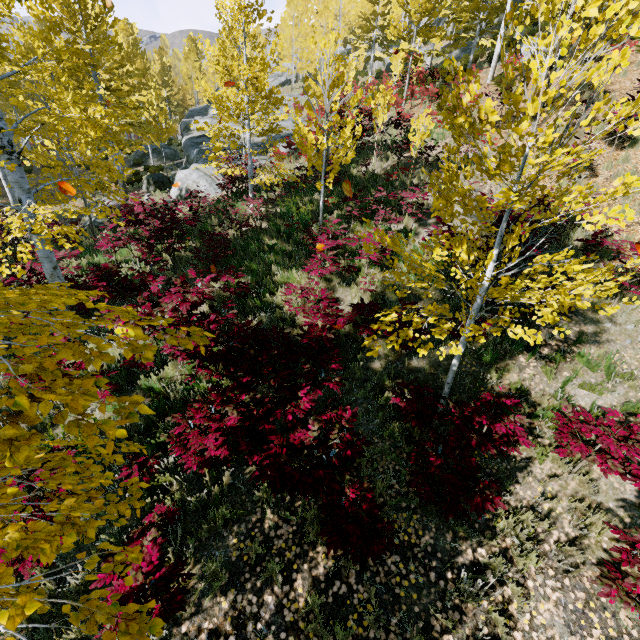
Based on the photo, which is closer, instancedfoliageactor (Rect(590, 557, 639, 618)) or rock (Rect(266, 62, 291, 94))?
instancedfoliageactor (Rect(590, 557, 639, 618))

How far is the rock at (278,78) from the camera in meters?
41.6

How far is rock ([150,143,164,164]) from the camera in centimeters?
2616cm

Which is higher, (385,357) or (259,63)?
(259,63)

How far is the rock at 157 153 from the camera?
26.2m

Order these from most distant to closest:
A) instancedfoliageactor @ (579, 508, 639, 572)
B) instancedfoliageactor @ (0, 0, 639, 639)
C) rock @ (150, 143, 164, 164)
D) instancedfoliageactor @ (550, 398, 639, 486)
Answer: rock @ (150, 143, 164, 164)
instancedfoliageactor @ (550, 398, 639, 486)
instancedfoliageactor @ (579, 508, 639, 572)
instancedfoliageactor @ (0, 0, 639, 639)

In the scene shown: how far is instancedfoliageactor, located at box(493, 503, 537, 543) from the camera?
4.2m
